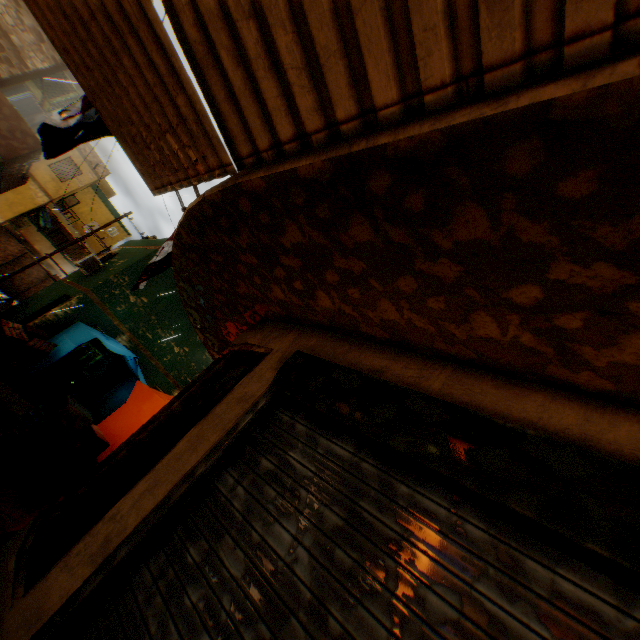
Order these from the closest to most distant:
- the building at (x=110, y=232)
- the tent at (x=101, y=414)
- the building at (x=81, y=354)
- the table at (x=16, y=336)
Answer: the tent at (x=101, y=414) < the table at (x=16, y=336) < the building at (x=81, y=354) < the building at (x=110, y=232)

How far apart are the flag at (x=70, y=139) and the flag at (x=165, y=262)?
0.6 meters

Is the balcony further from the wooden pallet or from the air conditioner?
the wooden pallet

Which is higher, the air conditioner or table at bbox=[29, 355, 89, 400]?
the air conditioner

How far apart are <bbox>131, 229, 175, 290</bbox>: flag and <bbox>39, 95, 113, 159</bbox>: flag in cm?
59

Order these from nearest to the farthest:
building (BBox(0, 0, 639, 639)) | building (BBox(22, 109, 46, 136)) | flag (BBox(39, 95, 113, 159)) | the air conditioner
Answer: building (BBox(0, 0, 639, 639)), flag (BBox(39, 95, 113, 159)), the air conditioner, building (BBox(22, 109, 46, 136))

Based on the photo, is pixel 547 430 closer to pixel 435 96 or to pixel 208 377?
pixel 435 96

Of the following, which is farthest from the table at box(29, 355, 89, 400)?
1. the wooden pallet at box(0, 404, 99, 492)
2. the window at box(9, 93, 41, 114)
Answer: the wooden pallet at box(0, 404, 99, 492)
